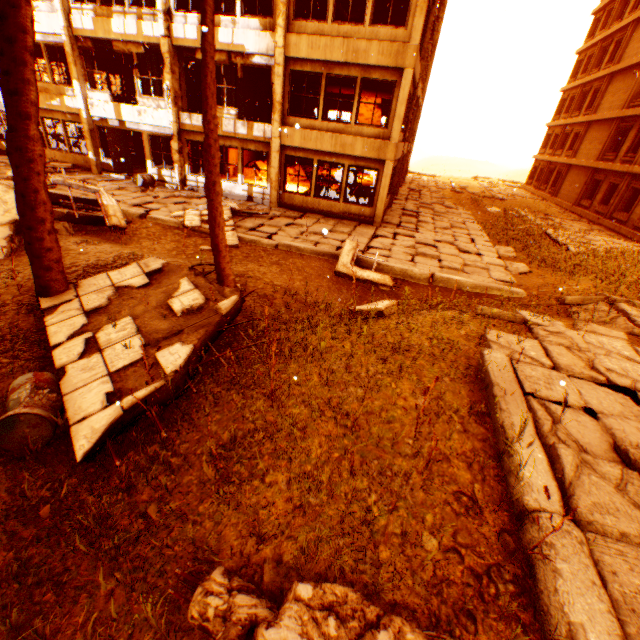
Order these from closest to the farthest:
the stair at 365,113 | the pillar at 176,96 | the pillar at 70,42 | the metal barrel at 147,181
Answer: the pillar at 176,96, the pillar at 70,42, the metal barrel at 147,181, the stair at 365,113

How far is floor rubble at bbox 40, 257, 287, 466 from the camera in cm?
384

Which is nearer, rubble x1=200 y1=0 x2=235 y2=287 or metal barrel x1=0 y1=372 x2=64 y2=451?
metal barrel x1=0 y1=372 x2=64 y2=451

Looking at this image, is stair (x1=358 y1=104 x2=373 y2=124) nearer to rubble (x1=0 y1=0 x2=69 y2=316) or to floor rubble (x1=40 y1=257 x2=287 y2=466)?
rubble (x1=0 y1=0 x2=69 y2=316)

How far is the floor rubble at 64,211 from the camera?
9.0 meters

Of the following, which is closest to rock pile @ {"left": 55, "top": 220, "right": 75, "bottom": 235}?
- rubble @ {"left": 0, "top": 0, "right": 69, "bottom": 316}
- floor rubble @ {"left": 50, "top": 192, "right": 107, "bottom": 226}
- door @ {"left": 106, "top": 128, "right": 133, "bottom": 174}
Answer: rubble @ {"left": 0, "top": 0, "right": 69, "bottom": 316}

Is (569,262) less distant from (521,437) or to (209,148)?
(521,437)

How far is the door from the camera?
15.4m
